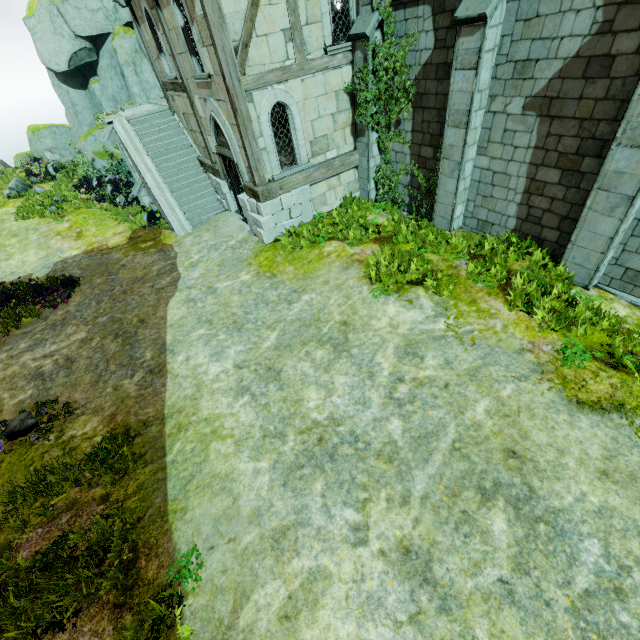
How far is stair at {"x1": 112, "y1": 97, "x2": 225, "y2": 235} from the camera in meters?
13.5 m

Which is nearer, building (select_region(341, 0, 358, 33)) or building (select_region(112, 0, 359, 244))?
building (select_region(112, 0, 359, 244))

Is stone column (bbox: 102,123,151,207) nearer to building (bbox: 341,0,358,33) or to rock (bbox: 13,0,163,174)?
building (bbox: 341,0,358,33)

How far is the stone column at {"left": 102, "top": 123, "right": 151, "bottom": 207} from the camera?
13.96m

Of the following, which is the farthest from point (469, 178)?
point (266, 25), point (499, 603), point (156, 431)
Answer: point (156, 431)

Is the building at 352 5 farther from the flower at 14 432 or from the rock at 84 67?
the flower at 14 432

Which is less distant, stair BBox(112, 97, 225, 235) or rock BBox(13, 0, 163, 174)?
stair BBox(112, 97, 225, 235)

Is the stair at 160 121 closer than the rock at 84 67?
Yes
